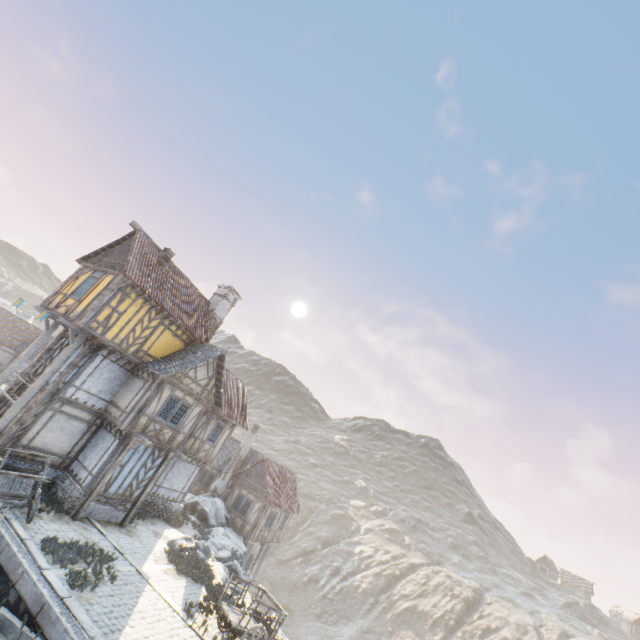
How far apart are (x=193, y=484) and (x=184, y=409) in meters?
16.9 m

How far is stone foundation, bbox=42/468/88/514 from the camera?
14.50m

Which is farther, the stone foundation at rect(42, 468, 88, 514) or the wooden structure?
the stone foundation at rect(42, 468, 88, 514)

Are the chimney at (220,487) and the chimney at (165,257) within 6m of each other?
no

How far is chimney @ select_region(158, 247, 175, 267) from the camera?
18.6 meters

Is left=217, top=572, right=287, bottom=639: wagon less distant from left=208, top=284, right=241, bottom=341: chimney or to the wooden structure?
the wooden structure

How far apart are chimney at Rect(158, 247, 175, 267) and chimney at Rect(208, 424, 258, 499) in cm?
1841

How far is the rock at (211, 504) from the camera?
16.9m
